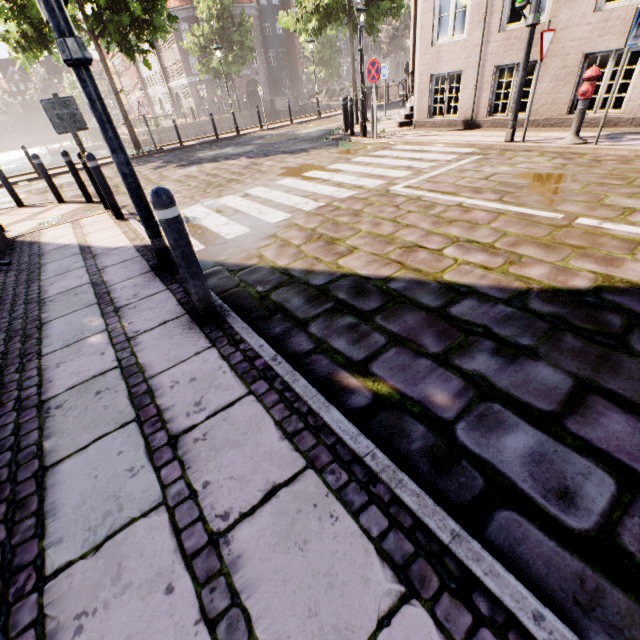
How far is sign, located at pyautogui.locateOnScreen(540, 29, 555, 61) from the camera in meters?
5.9 m

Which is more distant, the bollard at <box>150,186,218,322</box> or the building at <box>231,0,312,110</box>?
the building at <box>231,0,312,110</box>

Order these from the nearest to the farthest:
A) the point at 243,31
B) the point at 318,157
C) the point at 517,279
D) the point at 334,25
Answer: the point at 517,279 < the point at 318,157 < the point at 334,25 < the point at 243,31

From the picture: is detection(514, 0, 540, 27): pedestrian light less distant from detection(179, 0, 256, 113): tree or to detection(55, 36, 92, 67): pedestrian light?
detection(55, 36, 92, 67): pedestrian light

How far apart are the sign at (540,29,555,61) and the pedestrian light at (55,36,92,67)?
7.3 meters

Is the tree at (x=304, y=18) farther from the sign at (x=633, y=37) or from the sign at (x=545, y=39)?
the sign at (x=633, y=37)

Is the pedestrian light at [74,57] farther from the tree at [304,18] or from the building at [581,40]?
the tree at [304,18]

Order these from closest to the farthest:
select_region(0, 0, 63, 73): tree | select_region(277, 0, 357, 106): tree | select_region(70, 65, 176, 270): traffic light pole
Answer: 1. select_region(70, 65, 176, 270): traffic light pole
2. select_region(0, 0, 63, 73): tree
3. select_region(277, 0, 357, 106): tree
